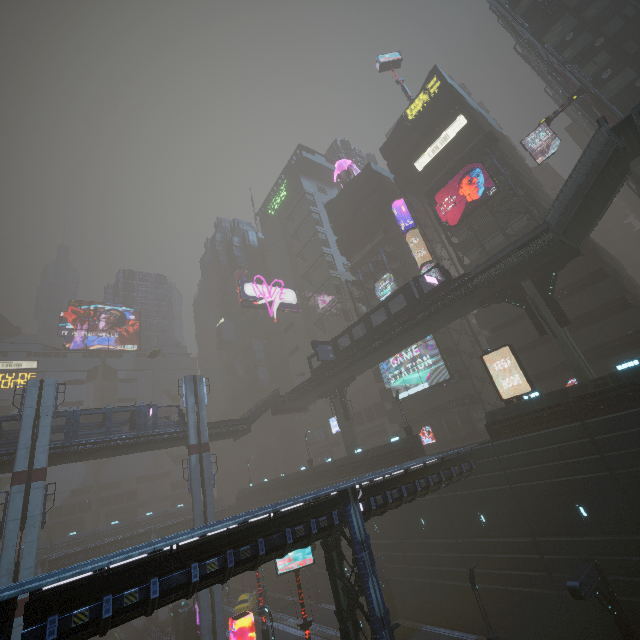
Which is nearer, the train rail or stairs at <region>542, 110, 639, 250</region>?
stairs at <region>542, 110, 639, 250</region>

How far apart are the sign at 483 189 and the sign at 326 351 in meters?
19.3 m

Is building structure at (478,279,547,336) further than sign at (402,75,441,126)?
No

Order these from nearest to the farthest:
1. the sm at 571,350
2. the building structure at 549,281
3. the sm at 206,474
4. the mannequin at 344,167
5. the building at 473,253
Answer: the sm at 571,350 → the building structure at 549,281 → the sm at 206,474 → the building at 473,253 → the mannequin at 344,167

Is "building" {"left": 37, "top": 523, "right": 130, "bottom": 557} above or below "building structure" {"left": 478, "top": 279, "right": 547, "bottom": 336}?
below

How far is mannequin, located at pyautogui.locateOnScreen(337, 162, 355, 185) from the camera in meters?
58.3 m

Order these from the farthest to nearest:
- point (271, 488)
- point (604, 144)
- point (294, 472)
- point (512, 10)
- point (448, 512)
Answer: point (271, 488) → point (294, 472) → point (512, 10) → point (448, 512) → point (604, 144)

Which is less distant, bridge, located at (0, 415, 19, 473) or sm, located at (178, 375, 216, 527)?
bridge, located at (0, 415, 19, 473)
